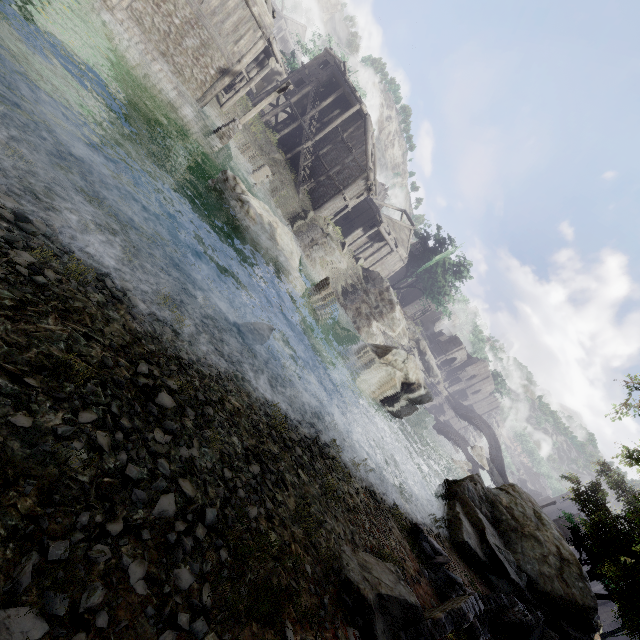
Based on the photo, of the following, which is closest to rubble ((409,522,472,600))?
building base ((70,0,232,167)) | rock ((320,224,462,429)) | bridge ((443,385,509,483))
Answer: building base ((70,0,232,167))

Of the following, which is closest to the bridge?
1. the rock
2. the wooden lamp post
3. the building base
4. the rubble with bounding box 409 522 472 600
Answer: the rock

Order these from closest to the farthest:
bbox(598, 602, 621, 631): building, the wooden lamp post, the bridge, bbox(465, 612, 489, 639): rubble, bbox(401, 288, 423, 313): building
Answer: bbox(465, 612, 489, 639): rubble < the wooden lamp post < bbox(598, 602, 621, 631): building < the bridge < bbox(401, 288, 423, 313): building

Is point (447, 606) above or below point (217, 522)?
above

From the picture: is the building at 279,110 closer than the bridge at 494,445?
Yes

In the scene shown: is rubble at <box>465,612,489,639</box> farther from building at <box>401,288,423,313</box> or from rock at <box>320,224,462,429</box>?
rock at <box>320,224,462,429</box>

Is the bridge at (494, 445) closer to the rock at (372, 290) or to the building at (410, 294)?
the building at (410, 294)

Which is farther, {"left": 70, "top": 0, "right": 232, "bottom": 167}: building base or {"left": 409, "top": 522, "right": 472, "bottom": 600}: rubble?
{"left": 70, "top": 0, "right": 232, "bottom": 167}: building base
